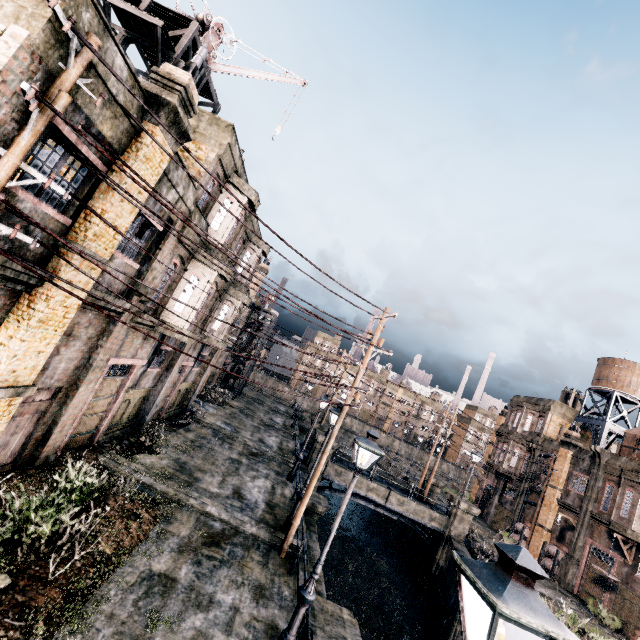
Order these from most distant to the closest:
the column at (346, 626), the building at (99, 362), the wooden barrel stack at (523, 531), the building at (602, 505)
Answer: the wooden barrel stack at (523, 531), the building at (602, 505), the column at (346, 626), the building at (99, 362)

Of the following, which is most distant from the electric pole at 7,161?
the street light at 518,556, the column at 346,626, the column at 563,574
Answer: the column at 563,574

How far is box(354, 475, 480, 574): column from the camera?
26.2 meters

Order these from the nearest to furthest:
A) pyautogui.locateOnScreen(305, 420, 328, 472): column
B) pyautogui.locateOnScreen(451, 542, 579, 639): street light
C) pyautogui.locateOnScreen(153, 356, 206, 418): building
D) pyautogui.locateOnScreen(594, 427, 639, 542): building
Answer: pyautogui.locateOnScreen(451, 542, 579, 639): street light, pyautogui.locateOnScreen(153, 356, 206, 418): building, pyautogui.locateOnScreen(594, 427, 639, 542): building, pyautogui.locateOnScreen(305, 420, 328, 472): column

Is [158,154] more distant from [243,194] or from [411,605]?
[411,605]

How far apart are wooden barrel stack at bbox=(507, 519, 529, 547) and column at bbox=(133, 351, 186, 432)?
36.5 meters

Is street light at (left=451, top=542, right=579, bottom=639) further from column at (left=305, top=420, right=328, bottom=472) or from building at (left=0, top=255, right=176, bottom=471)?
column at (left=305, top=420, right=328, bottom=472)

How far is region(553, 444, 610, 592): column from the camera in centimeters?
2702cm
